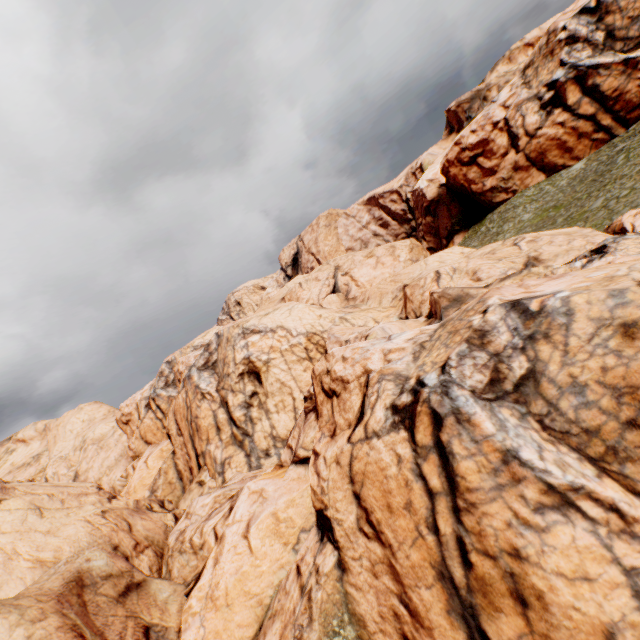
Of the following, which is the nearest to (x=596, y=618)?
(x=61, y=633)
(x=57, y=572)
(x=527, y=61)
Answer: (x=61, y=633)
